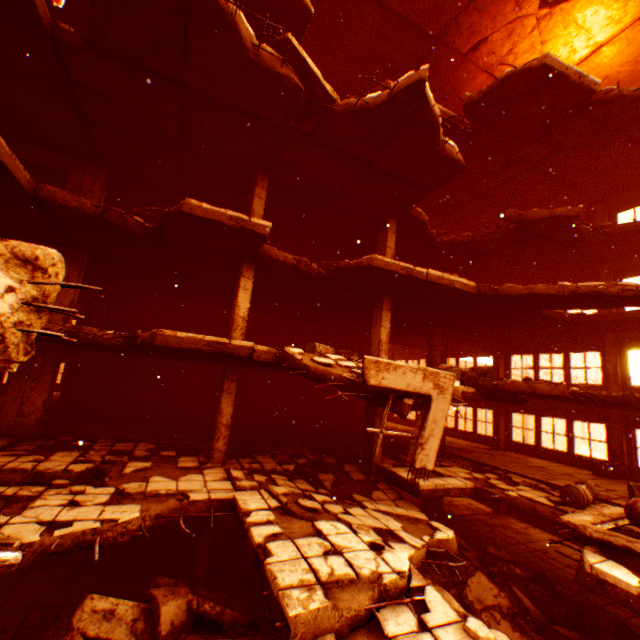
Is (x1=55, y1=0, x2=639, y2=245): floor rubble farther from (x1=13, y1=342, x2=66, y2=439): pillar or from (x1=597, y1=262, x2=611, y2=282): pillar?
(x1=597, y1=262, x2=611, y2=282): pillar

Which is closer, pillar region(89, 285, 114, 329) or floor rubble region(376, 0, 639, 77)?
floor rubble region(376, 0, 639, 77)

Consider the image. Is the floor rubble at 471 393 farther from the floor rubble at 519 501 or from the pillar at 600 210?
the pillar at 600 210

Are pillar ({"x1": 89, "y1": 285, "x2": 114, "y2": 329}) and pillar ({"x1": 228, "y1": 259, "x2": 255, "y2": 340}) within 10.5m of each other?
yes

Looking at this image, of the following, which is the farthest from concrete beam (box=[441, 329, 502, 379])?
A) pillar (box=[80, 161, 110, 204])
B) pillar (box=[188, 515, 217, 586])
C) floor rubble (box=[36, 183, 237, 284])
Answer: pillar (box=[80, 161, 110, 204])

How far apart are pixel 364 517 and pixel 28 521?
5.56m

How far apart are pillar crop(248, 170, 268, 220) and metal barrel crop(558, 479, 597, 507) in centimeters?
1056cm

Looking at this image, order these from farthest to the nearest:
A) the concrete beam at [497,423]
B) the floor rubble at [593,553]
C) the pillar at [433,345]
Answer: the concrete beam at [497,423]
the pillar at [433,345]
the floor rubble at [593,553]
